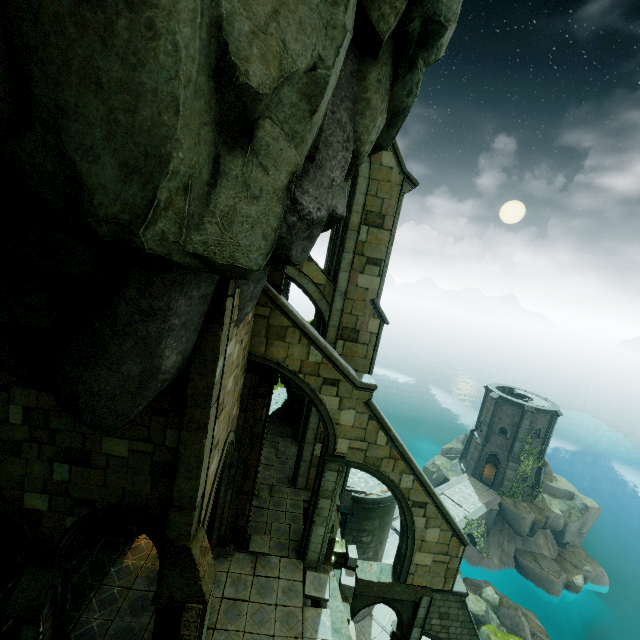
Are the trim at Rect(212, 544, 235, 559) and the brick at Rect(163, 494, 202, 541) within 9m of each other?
yes

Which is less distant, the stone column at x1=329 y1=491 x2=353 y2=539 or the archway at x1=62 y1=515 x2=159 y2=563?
the archway at x1=62 y1=515 x2=159 y2=563

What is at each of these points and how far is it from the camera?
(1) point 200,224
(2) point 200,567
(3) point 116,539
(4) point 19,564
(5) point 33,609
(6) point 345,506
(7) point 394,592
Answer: (1) rock, 4.7 meters
(2) stone, 7.5 meters
(3) brick, 11.4 meters
(4) brick, 10.1 meters
(5) stone column, 6.9 meters
(6) stone column, 16.5 meters
(7) stone column, 12.6 meters

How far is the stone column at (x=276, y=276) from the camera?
10.6 meters

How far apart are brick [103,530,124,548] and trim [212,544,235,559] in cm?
320

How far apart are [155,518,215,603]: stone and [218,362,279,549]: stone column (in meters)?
3.33

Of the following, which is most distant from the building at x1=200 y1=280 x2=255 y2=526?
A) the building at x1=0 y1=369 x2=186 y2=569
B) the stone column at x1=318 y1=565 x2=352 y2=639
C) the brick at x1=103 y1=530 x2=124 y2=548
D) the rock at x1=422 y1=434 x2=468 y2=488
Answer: the rock at x1=422 y1=434 x2=468 y2=488

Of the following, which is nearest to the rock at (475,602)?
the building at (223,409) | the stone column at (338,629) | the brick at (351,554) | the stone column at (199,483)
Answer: the brick at (351,554)
